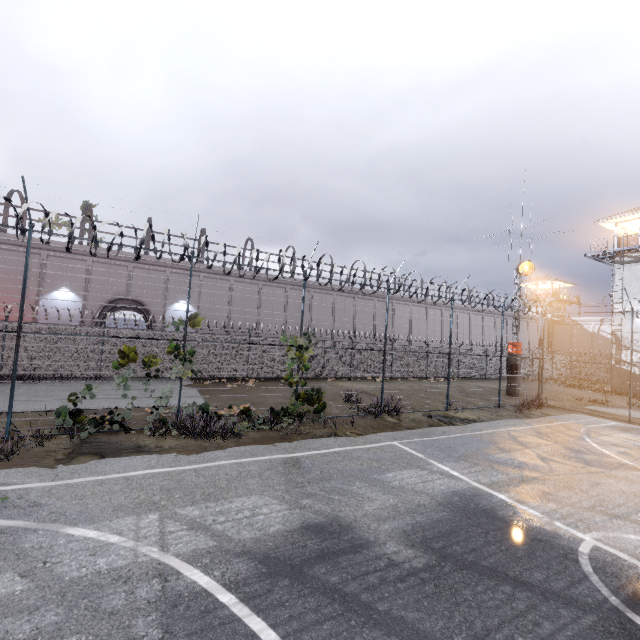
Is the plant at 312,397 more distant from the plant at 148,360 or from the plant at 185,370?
the plant at 148,360

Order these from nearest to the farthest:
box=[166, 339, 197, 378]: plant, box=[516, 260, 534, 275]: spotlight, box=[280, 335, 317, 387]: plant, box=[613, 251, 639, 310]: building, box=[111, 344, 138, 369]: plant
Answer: box=[111, 344, 138, 369]: plant, box=[166, 339, 197, 378]: plant, box=[280, 335, 317, 387]: plant, box=[516, 260, 534, 275]: spotlight, box=[613, 251, 639, 310]: building

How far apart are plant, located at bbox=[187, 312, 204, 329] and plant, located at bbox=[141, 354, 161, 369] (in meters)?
0.87

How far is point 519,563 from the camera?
4.8m

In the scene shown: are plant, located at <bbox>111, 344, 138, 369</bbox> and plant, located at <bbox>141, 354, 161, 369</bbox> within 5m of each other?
yes

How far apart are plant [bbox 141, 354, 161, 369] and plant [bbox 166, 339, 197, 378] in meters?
0.2

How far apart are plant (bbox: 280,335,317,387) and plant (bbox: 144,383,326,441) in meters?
1.3

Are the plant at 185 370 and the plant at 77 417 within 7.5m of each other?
yes
